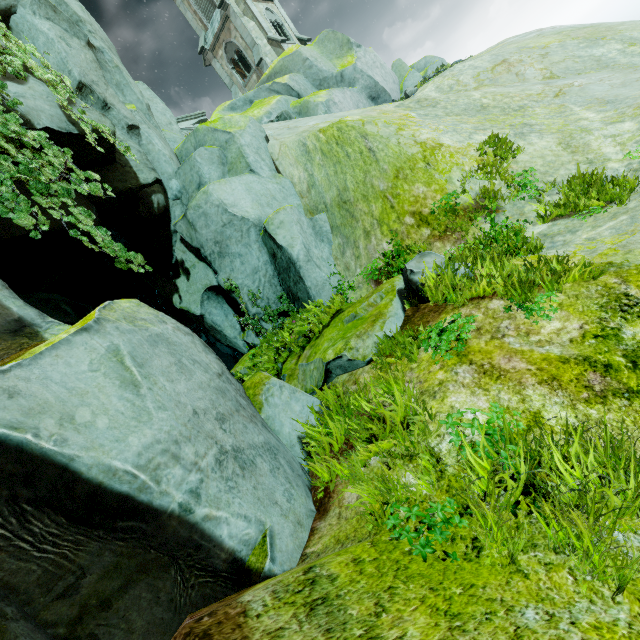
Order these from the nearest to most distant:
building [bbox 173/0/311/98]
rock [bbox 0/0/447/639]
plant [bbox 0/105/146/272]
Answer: rock [bbox 0/0/447/639], plant [bbox 0/105/146/272], building [bbox 173/0/311/98]

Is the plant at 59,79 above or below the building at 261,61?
below

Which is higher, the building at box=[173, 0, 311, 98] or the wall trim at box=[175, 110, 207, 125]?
the building at box=[173, 0, 311, 98]

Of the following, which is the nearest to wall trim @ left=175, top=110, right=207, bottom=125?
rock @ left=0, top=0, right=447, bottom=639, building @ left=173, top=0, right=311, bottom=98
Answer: rock @ left=0, top=0, right=447, bottom=639

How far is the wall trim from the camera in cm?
2109

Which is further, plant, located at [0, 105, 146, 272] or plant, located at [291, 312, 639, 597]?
plant, located at [0, 105, 146, 272]

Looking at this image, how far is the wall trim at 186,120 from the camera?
21.1m

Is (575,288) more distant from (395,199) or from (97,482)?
(395,199)
